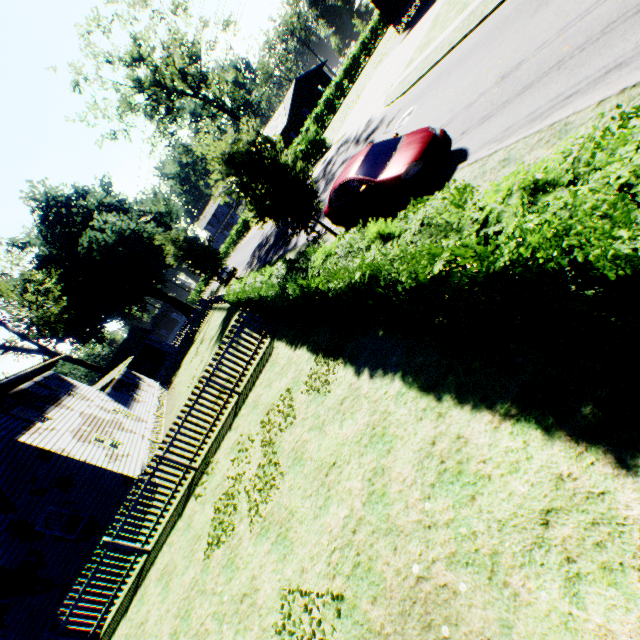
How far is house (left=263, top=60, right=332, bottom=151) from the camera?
47.8 meters

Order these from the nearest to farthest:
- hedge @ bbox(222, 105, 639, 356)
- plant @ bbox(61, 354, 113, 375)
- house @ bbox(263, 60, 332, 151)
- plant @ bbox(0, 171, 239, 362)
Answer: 1. hedge @ bbox(222, 105, 639, 356)
2. plant @ bbox(0, 171, 239, 362)
3. plant @ bbox(61, 354, 113, 375)
4. house @ bbox(263, 60, 332, 151)

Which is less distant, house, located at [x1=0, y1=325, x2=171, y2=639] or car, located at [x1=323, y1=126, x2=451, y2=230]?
car, located at [x1=323, y1=126, x2=451, y2=230]

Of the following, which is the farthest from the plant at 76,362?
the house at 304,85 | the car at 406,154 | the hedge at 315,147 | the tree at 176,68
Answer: the house at 304,85

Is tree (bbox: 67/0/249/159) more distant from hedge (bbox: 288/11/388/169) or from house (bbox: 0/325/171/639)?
house (bbox: 0/325/171/639)

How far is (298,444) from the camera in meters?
7.1

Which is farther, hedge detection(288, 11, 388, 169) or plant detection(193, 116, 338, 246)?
hedge detection(288, 11, 388, 169)

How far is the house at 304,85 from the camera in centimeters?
4784cm
